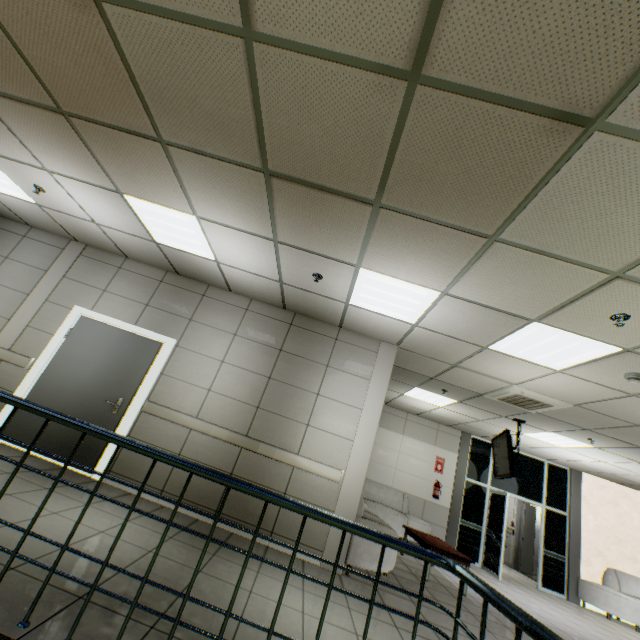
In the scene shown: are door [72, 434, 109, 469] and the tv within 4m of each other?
no

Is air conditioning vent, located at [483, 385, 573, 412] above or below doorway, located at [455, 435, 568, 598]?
above

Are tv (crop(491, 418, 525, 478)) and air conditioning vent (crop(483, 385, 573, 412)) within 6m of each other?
yes

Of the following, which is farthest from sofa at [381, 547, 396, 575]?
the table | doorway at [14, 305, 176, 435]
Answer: doorway at [14, 305, 176, 435]

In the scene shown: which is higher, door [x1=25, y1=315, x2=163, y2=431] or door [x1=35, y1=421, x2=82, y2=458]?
door [x1=25, y1=315, x2=163, y2=431]

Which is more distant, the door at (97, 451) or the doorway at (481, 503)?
the doorway at (481, 503)

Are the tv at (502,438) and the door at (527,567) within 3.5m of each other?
no

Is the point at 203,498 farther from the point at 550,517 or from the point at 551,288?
the point at 550,517
